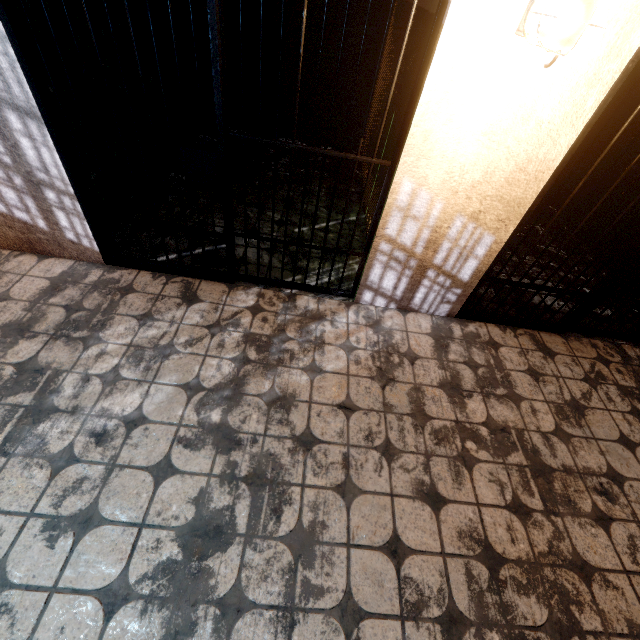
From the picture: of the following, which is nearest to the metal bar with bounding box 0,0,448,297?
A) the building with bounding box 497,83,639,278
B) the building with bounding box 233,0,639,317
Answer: the building with bounding box 233,0,639,317

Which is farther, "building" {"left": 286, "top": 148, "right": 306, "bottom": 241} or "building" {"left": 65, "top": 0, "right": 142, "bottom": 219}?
"building" {"left": 286, "top": 148, "right": 306, "bottom": 241}

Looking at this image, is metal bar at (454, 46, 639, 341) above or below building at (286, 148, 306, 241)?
above

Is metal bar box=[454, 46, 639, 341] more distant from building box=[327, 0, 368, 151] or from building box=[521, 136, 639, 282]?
building box=[327, 0, 368, 151]

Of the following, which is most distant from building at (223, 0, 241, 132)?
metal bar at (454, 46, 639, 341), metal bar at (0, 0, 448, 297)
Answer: metal bar at (454, 46, 639, 341)

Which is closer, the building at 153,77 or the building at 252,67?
the building at 153,77

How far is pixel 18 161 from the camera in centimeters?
205cm

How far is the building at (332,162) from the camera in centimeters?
339cm
